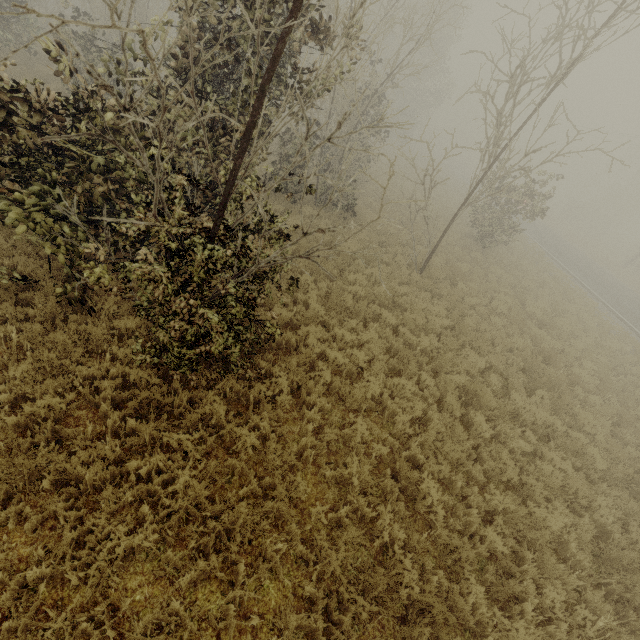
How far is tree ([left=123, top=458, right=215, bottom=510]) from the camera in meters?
4.1

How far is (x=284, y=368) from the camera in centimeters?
646cm

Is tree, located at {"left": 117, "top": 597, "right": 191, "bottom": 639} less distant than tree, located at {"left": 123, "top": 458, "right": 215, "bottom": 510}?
Yes

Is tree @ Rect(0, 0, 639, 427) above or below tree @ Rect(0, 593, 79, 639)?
above

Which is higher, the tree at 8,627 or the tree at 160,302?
the tree at 160,302

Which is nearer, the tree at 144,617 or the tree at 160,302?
the tree at 144,617
